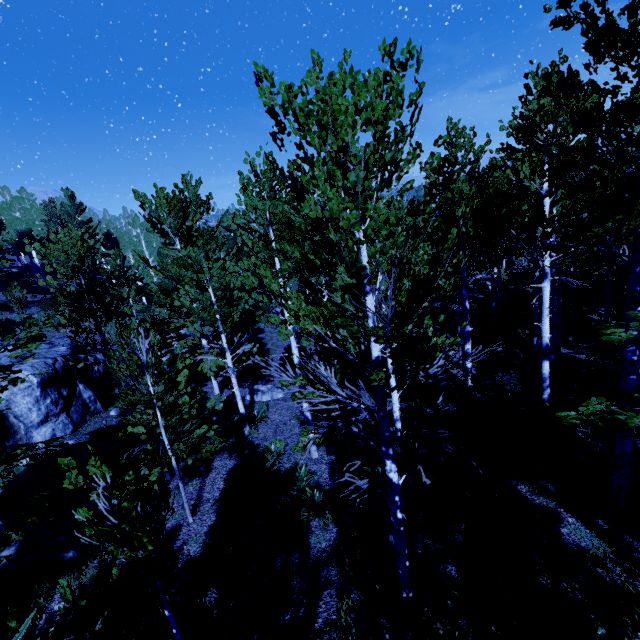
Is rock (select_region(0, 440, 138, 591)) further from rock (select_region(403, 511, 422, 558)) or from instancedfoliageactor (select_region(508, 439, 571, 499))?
rock (select_region(403, 511, 422, 558))

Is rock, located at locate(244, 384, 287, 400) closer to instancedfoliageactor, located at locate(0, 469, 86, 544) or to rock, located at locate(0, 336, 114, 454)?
instancedfoliageactor, located at locate(0, 469, 86, 544)

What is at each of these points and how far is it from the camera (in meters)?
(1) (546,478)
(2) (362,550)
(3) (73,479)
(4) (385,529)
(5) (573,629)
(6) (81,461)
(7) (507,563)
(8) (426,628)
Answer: (1) instancedfoliageactor, 6.90
(2) instancedfoliageactor, 6.20
(3) instancedfoliageactor, 3.20
(4) rock, 6.65
(5) instancedfoliageactor, 4.55
(6) rock, 8.09
(7) instancedfoliageactor, 5.45
(8) instancedfoliageactor, 4.52

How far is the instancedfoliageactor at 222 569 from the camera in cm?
583

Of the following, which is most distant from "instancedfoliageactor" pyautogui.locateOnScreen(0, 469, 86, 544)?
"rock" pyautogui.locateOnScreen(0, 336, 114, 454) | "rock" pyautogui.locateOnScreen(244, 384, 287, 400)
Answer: "rock" pyautogui.locateOnScreen(244, 384, 287, 400)

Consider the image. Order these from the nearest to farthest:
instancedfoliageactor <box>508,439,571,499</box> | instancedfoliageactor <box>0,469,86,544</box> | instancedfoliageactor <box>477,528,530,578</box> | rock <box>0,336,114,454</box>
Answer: instancedfoliageactor <box>0,469,86,544</box> → instancedfoliageactor <box>477,528,530,578</box> → instancedfoliageactor <box>508,439,571,499</box> → rock <box>0,336,114,454</box>

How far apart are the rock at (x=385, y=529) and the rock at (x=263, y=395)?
8.1 meters

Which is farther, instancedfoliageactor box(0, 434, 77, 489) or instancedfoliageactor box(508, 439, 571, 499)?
instancedfoliageactor box(508, 439, 571, 499)
